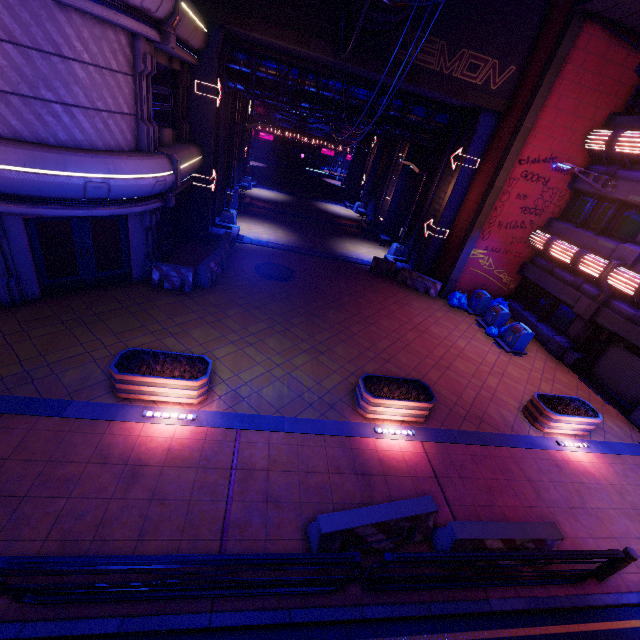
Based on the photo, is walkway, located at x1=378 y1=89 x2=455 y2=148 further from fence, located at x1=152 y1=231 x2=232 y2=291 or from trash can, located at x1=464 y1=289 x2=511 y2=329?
trash can, located at x1=464 y1=289 x2=511 y2=329

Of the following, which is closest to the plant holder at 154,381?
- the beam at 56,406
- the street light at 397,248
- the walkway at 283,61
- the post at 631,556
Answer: the beam at 56,406

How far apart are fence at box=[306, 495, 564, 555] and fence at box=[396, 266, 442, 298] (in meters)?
13.10

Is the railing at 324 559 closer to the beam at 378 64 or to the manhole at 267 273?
the manhole at 267 273

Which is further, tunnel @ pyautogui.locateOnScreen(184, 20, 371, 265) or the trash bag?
the trash bag

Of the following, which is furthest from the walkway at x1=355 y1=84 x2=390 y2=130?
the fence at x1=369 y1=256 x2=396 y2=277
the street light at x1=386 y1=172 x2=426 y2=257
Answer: the fence at x1=369 y1=256 x2=396 y2=277

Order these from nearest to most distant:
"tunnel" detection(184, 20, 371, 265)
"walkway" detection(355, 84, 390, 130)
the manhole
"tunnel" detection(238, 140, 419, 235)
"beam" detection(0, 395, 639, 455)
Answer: "beam" detection(0, 395, 639, 455) < "tunnel" detection(184, 20, 371, 265) < the manhole < "walkway" detection(355, 84, 390, 130) < "tunnel" detection(238, 140, 419, 235)

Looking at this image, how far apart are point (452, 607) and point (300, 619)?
2.79m
